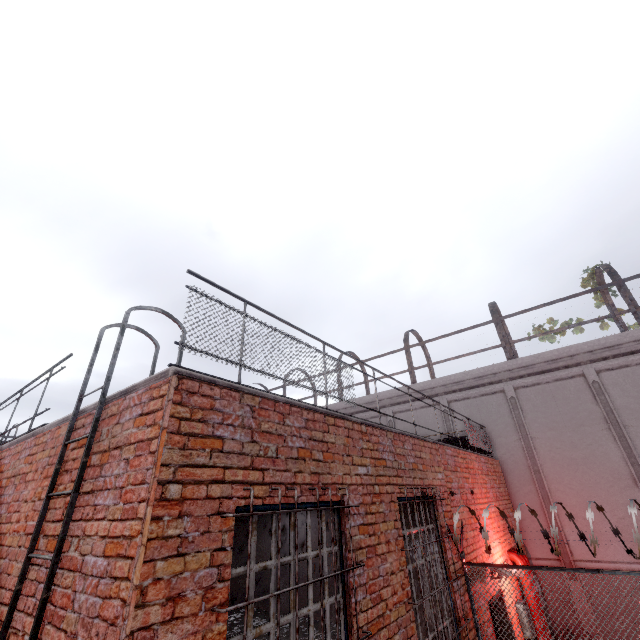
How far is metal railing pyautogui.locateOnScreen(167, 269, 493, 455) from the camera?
3.17m

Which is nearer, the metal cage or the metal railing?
the metal railing

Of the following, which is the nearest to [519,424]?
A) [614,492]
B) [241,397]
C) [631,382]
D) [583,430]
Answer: [583,430]

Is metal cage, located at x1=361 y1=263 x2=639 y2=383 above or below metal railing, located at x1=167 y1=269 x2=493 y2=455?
above

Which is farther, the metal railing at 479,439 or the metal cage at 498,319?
the metal cage at 498,319

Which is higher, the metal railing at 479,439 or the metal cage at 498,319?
the metal cage at 498,319
